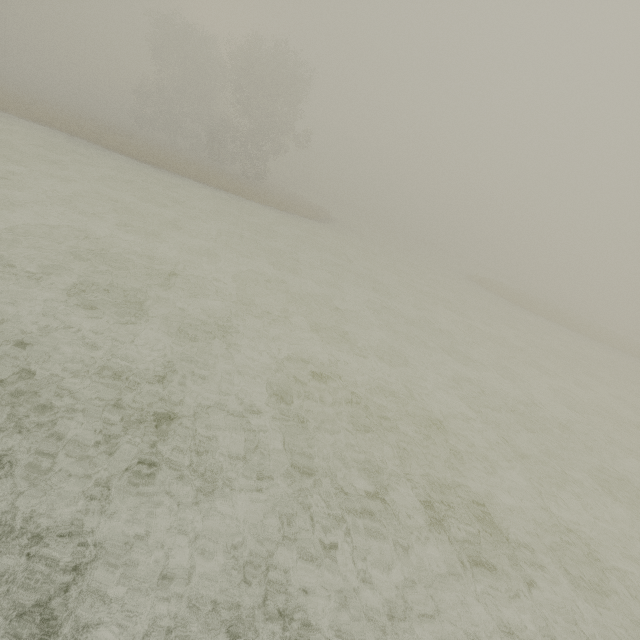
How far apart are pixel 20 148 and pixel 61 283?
13.93m
